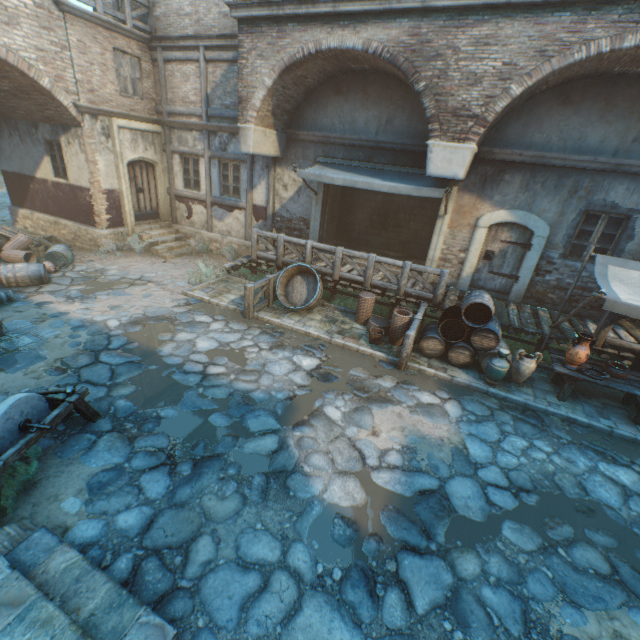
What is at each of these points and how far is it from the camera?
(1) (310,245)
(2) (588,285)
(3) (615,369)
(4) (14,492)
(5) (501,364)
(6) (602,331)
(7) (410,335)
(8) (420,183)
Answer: (1) fence, 9.7 meters
(2) building, 8.9 meters
(3) ceramic bowl, 6.7 meters
(4) plants, 4.0 meters
(5) ceramic pot, 7.0 meters
(6) fence, 7.4 meters
(7) fence, 7.1 meters
(8) awning, 8.8 meters

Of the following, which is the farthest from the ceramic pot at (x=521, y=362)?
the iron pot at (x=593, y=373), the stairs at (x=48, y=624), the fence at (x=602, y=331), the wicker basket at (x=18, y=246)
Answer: the wicker basket at (x=18, y=246)

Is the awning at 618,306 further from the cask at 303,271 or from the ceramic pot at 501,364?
the cask at 303,271

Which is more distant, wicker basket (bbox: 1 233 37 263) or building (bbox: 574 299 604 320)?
wicker basket (bbox: 1 233 37 263)

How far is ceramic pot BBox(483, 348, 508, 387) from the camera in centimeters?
695cm

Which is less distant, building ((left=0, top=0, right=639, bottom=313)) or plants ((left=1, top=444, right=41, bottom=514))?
plants ((left=1, top=444, right=41, bottom=514))

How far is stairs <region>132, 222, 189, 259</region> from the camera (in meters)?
12.83

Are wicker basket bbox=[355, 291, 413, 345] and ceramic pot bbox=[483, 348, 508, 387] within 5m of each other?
yes
